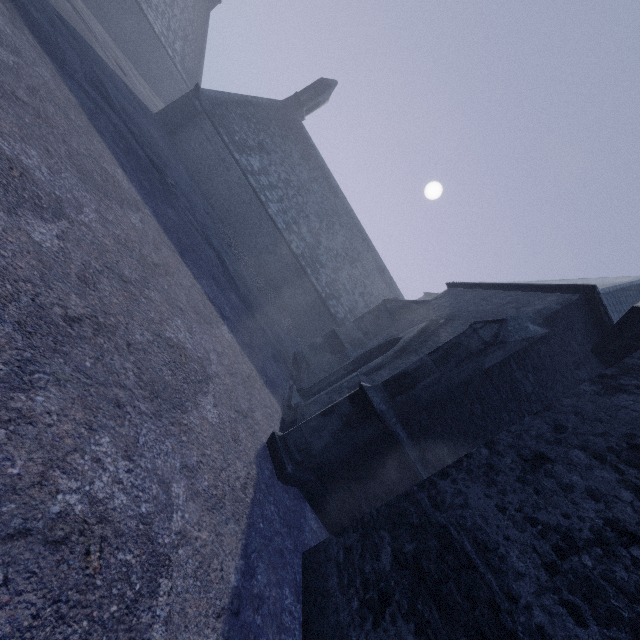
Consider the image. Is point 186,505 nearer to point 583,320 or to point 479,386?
point 479,386
